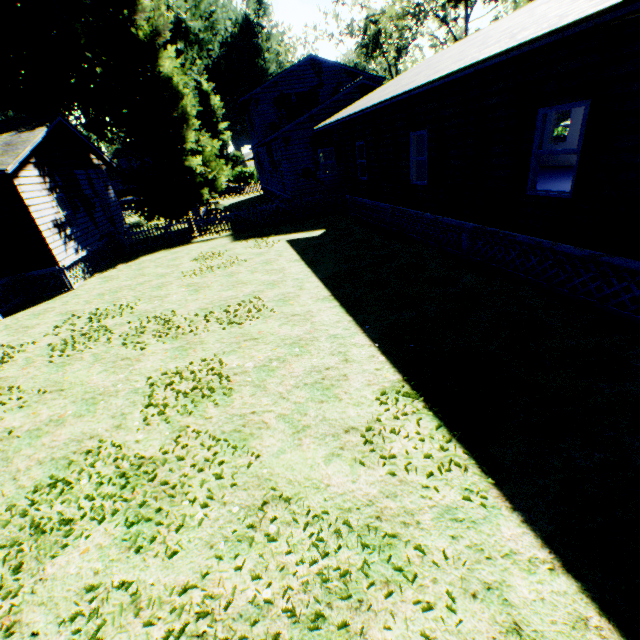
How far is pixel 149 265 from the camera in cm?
1493

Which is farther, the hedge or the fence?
the hedge

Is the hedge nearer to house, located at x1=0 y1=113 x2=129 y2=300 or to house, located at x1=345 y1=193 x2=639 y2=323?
house, located at x1=0 y1=113 x2=129 y2=300

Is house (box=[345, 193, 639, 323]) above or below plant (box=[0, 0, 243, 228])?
below

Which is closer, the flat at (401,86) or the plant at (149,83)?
the flat at (401,86)

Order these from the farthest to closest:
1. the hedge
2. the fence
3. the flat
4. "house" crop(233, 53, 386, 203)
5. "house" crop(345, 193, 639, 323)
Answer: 1. the hedge
2. "house" crop(233, 53, 386, 203)
3. the fence
4. "house" crop(345, 193, 639, 323)
5. the flat

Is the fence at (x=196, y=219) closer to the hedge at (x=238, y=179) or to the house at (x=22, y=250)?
the house at (x=22, y=250)
